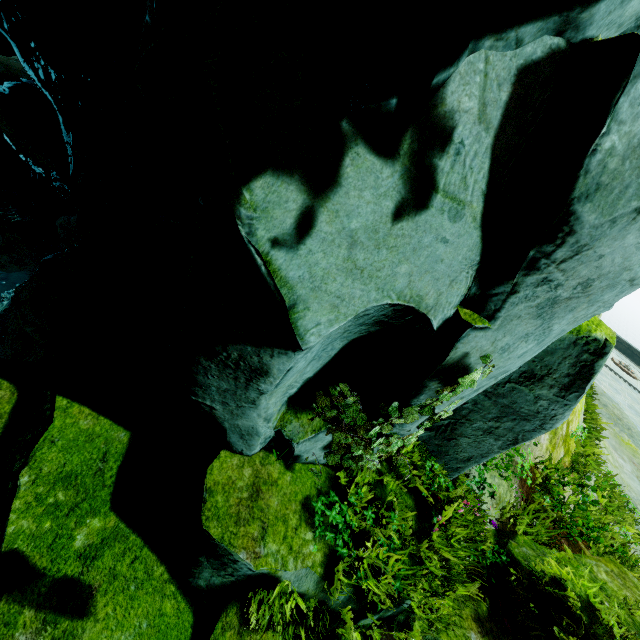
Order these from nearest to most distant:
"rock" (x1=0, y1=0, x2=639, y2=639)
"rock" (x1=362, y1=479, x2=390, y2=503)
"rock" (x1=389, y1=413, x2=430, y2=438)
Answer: "rock" (x1=0, y1=0, x2=639, y2=639) < "rock" (x1=389, y1=413, x2=430, y2=438) < "rock" (x1=362, y1=479, x2=390, y2=503)

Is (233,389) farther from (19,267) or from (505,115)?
(19,267)

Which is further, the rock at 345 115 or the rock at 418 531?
the rock at 418 531

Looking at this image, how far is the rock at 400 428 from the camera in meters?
3.3 m

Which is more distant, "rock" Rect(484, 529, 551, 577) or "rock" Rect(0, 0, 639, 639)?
"rock" Rect(484, 529, 551, 577)

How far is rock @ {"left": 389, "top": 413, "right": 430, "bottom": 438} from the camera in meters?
3.3 m
